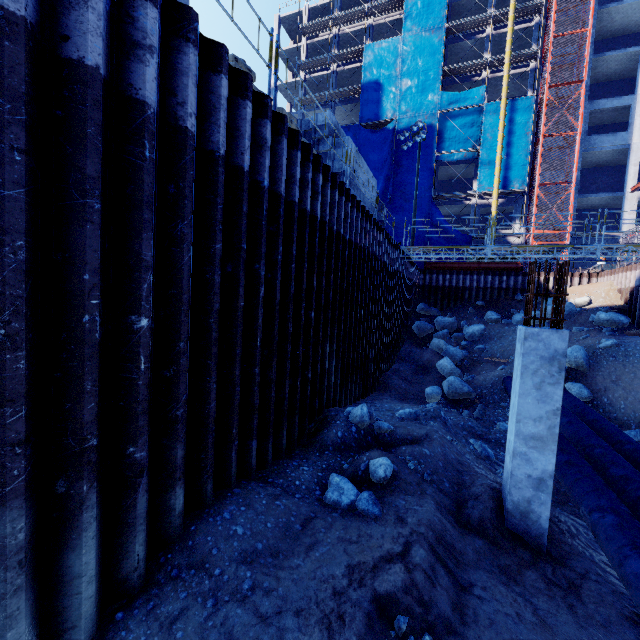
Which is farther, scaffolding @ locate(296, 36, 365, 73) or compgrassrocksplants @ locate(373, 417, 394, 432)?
scaffolding @ locate(296, 36, 365, 73)

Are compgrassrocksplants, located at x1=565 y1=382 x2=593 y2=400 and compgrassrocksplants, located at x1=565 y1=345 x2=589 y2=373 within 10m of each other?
yes

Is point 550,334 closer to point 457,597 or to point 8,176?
point 457,597

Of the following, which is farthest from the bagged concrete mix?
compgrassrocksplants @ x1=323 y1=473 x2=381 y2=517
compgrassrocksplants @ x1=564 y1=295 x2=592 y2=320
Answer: compgrassrocksplants @ x1=564 y1=295 x2=592 y2=320

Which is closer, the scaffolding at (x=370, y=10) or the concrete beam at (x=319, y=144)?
the concrete beam at (x=319, y=144)

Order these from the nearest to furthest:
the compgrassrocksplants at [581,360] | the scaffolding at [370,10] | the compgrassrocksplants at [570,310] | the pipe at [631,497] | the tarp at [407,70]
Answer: the pipe at [631,497] → the compgrassrocksplants at [581,360] → the compgrassrocksplants at [570,310] → the tarp at [407,70] → the scaffolding at [370,10]

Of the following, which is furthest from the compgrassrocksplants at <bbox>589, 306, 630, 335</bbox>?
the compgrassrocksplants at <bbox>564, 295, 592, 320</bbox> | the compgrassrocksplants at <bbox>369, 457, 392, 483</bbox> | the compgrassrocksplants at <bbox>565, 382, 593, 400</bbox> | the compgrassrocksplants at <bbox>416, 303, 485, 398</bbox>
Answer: the compgrassrocksplants at <bbox>369, 457, 392, 483</bbox>

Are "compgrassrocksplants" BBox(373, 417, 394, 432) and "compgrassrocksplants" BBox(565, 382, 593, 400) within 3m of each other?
no
